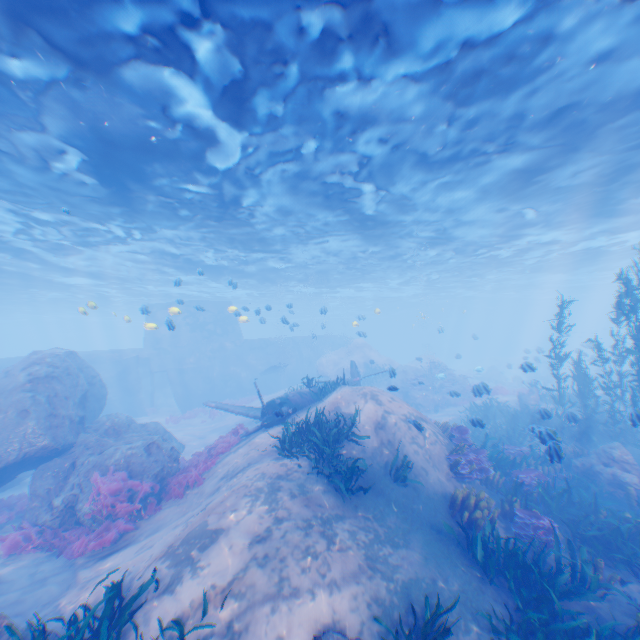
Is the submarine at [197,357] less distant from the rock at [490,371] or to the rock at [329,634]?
the rock at [329,634]

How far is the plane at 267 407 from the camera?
12.83m

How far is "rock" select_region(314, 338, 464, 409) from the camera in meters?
25.6

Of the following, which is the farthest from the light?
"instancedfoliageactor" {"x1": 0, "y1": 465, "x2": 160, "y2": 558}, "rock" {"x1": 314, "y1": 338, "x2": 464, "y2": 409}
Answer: "instancedfoliageactor" {"x1": 0, "y1": 465, "x2": 160, "y2": 558}

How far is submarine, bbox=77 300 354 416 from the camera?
28.1 meters

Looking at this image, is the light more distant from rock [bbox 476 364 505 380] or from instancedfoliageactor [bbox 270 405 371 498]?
rock [bbox 476 364 505 380]

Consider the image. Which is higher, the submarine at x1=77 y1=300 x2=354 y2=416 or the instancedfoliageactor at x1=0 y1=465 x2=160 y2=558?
the submarine at x1=77 y1=300 x2=354 y2=416

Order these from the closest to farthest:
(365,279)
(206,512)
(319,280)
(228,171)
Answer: (206,512) < (228,171) < (319,280) < (365,279)
